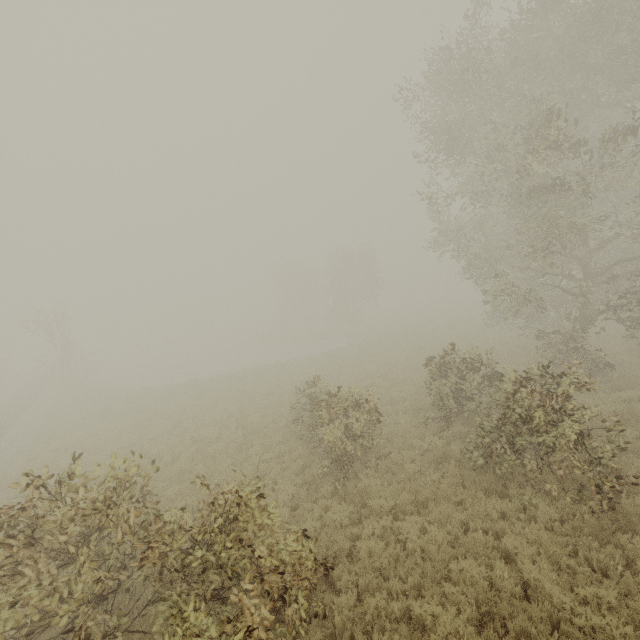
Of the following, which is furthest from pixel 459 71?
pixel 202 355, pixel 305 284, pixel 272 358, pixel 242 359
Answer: pixel 202 355

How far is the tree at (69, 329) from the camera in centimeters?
2758cm

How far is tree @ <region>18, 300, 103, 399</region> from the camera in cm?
2758

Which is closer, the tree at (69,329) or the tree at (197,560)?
the tree at (197,560)

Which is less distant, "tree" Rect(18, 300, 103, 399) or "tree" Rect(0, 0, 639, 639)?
"tree" Rect(0, 0, 639, 639)
